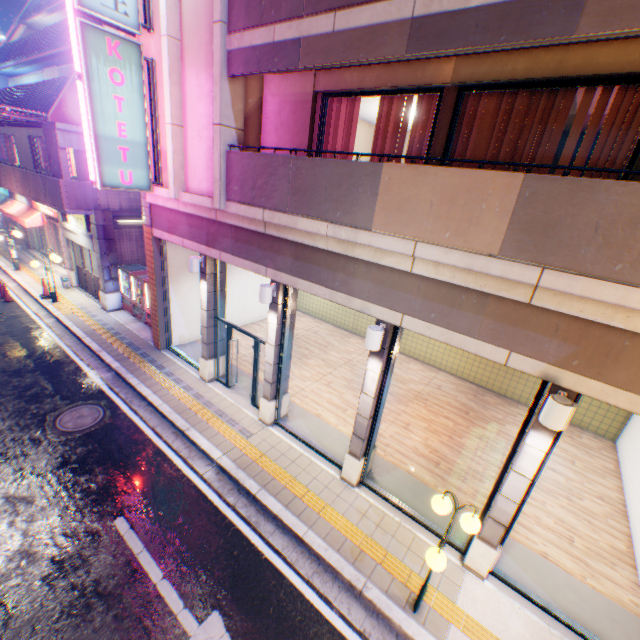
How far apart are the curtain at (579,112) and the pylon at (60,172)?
15.00m

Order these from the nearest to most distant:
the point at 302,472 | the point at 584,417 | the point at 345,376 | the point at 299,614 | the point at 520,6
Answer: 1. the point at 520,6
2. the point at 299,614
3. the point at 302,472
4. the point at 584,417
5. the point at 345,376

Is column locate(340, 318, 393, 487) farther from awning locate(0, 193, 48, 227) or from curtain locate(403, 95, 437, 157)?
awning locate(0, 193, 48, 227)

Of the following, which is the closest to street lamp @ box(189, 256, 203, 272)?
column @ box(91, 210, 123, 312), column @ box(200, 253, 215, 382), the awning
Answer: column @ box(200, 253, 215, 382)

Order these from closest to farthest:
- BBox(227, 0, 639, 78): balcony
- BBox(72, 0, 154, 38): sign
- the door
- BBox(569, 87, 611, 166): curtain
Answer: BBox(227, 0, 639, 78): balcony, BBox(569, 87, 611, 166): curtain, BBox(72, 0, 154, 38): sign, the door

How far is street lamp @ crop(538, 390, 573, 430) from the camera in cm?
427

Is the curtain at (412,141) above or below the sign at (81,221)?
above

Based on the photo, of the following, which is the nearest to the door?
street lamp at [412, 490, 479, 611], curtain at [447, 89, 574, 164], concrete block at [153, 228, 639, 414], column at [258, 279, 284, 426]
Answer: concrete block at [153, 228, 639, 414]
